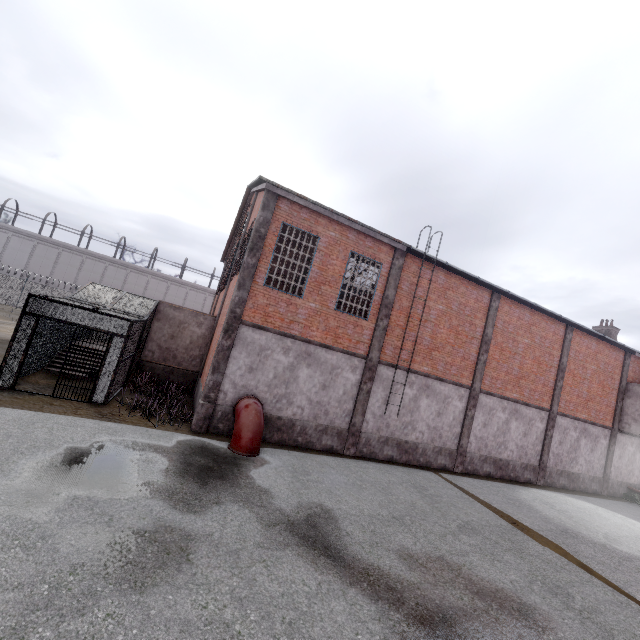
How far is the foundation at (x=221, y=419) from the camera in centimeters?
1114cm

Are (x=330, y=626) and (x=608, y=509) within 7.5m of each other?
no

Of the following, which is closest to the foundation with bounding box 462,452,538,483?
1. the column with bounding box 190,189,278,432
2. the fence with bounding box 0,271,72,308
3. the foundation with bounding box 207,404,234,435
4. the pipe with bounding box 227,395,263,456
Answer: the foundation with bounding box 207,404,234,435

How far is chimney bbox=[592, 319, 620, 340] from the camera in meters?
23.0

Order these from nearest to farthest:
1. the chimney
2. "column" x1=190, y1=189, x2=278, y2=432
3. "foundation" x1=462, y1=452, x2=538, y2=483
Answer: "column" x1=190, y1=189, x2=278, y2=432, "foundation" x1=462, y1=452, x2=538, y2=483, the chimney

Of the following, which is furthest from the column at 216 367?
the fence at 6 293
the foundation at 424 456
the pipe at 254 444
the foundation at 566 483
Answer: the fence at 6 293

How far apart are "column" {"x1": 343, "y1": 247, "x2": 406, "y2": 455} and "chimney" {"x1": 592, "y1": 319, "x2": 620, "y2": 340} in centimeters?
1952cm

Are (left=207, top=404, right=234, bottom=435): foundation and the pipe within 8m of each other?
yes
